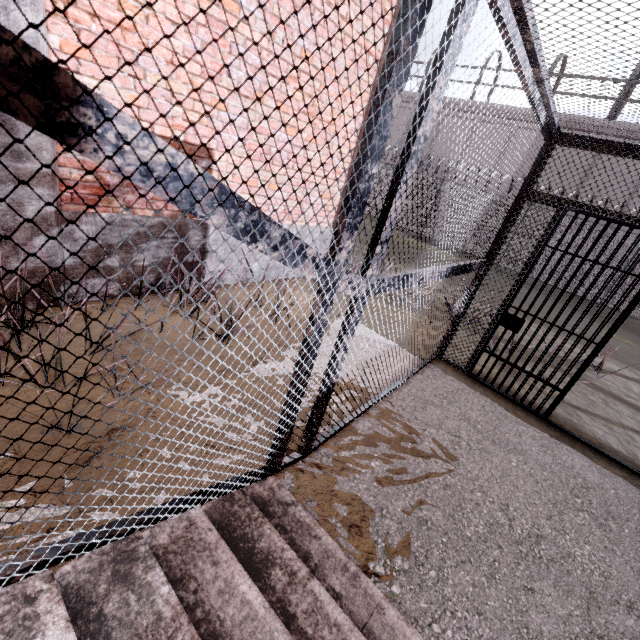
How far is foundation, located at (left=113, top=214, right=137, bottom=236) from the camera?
3.50m

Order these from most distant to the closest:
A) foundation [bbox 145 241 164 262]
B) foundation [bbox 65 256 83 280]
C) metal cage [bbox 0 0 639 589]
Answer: foundation [bbox 145 241 164 262], foundation [bbox 65 256 83 280], metal cage [bbox 0 0 639 589]

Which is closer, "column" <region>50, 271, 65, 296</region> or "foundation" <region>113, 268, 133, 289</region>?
"column" <region>50, 271, 65, 296</region>

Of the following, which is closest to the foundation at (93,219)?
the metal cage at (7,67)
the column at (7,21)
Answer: the column at (7,21)

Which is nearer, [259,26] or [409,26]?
[409,26]

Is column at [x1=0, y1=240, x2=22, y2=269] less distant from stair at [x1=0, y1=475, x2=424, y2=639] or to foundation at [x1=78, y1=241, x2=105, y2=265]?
foundation at [x1=78, y1=241, x2=105, y2=265]

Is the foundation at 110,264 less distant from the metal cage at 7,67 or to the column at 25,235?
the column at 25,235

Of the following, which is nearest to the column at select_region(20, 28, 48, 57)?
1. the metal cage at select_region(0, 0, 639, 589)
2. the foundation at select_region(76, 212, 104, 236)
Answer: the foundation at select_region(76, 212, 104, 236)
